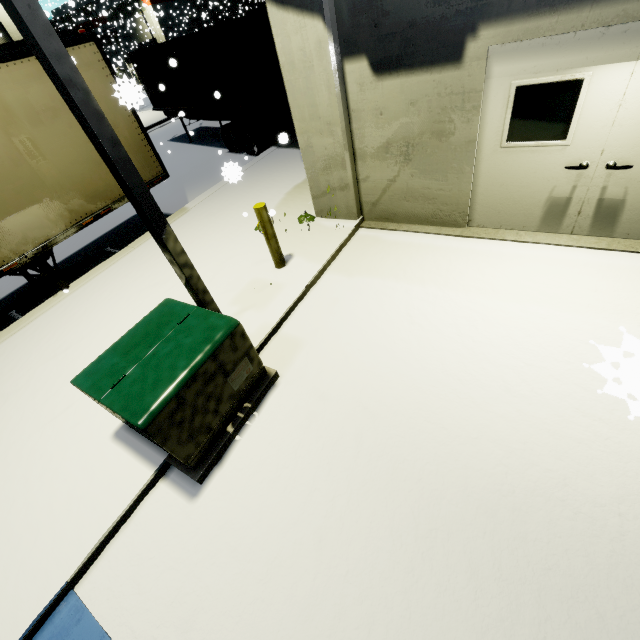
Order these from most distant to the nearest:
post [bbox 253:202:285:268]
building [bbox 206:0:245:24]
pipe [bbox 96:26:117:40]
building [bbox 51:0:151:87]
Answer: building [bbox 206:0:245:24] < pipe [bbox 96:26:117:40] < building [bbox 51:0:151:87] < post [bbox 253:202:285:268]

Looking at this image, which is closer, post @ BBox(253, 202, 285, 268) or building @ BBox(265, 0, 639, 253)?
building @ BBox(265, 0, 639, 253)

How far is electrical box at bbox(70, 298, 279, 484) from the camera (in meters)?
2.98

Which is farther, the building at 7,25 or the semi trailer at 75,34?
the building at 7,25

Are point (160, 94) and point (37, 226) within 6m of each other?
no

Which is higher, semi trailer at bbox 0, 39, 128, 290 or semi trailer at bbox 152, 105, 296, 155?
semi trailer at bbox 0, 39, 128, 290

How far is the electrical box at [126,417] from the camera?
2.98m

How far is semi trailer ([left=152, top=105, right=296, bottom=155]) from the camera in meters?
10.6 m
